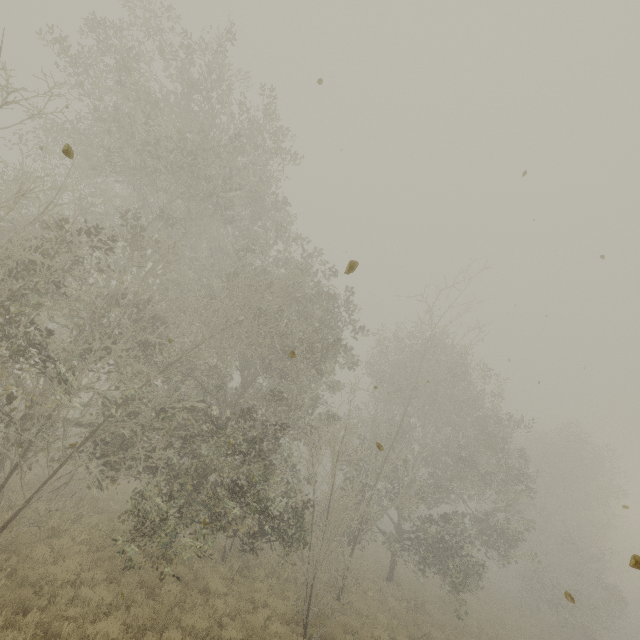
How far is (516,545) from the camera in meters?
17.6 m
